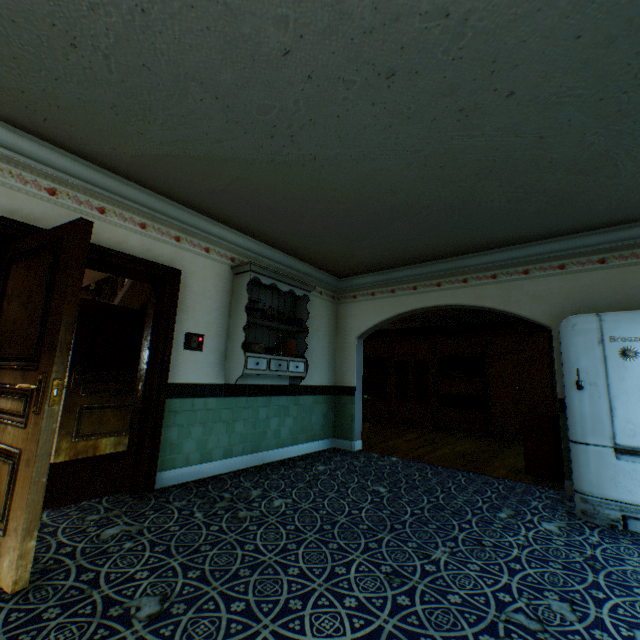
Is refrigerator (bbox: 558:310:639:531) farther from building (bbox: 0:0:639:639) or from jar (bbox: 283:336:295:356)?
jar (bbox: 283:336:295:356)

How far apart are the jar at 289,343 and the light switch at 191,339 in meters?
1.3 m

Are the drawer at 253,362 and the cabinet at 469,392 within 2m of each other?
no

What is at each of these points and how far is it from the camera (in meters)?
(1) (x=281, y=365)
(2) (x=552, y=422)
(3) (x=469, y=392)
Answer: (1) drawer, 4.57
(2) dehumidifier, 4.43
(3) cabinet, 8.39

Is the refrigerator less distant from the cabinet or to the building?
the building

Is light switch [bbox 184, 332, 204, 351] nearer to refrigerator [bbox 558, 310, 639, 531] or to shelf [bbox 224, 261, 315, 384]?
shelf [bbox 224, 261, 315, 384]

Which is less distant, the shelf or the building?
the building

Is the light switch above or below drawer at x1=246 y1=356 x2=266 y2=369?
above
